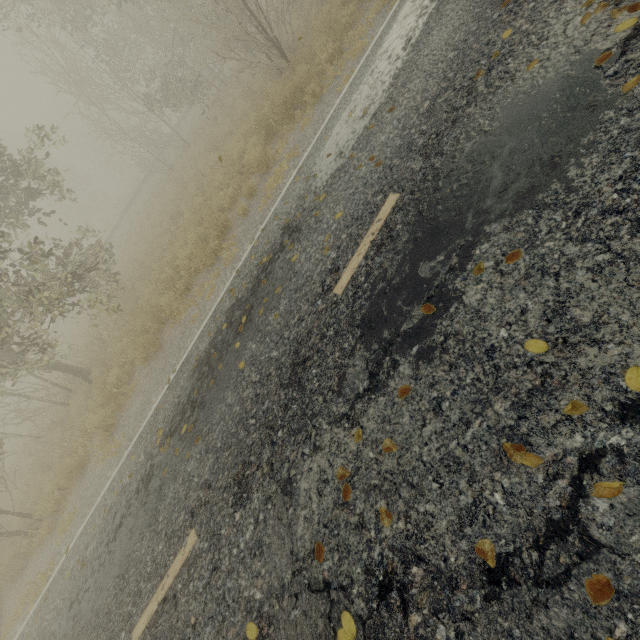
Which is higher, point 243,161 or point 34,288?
point 34,288
